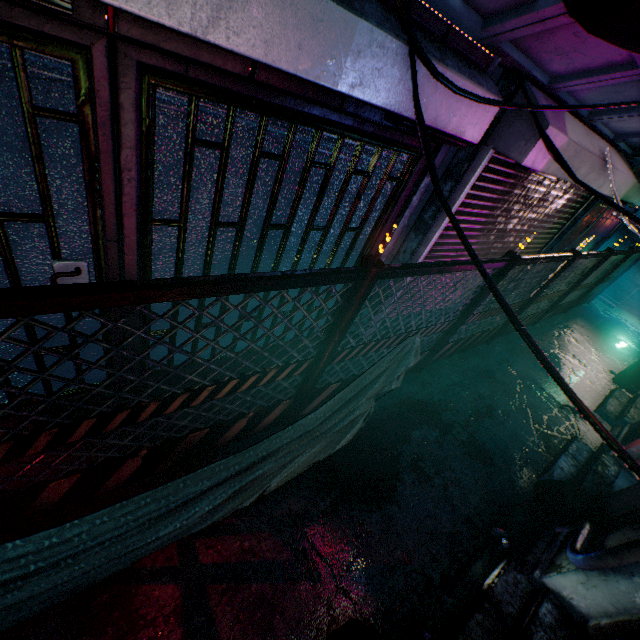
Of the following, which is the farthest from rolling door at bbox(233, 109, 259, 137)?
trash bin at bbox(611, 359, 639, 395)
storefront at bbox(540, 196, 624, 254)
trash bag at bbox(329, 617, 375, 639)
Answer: trash bin at bbox(611, 359, 639, 395)

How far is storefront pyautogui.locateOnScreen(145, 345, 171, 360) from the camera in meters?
2.7 m

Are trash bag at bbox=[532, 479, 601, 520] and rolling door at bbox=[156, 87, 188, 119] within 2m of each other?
no

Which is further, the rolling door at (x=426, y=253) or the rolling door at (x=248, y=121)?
the rolling door at (x=426, y=253)

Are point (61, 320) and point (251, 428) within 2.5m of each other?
yes

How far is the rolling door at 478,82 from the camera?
1.8m

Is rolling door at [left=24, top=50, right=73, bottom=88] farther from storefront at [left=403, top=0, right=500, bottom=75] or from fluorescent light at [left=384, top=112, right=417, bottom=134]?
fluorescent light at [left=384, top=112, right=417, bottom=134]

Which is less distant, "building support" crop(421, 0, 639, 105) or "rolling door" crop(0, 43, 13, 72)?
"rolling door" crop(0, 43, 13, 72)
